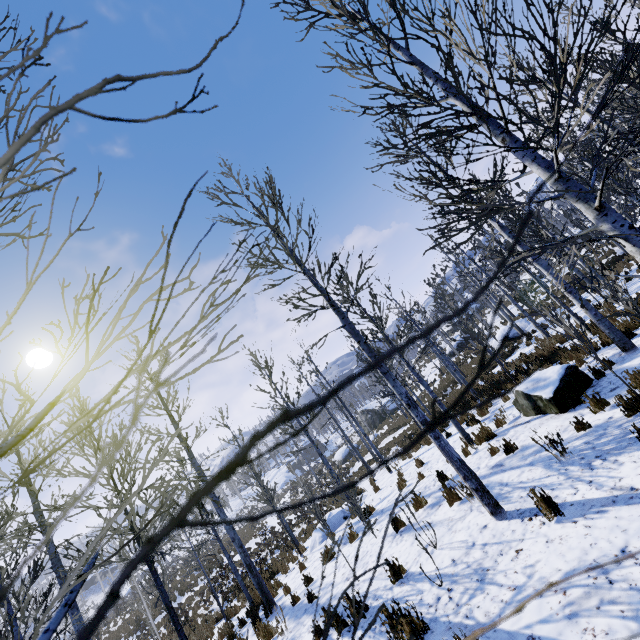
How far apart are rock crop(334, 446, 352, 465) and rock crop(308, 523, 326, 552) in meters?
23.7

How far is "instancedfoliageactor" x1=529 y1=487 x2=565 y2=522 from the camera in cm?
424

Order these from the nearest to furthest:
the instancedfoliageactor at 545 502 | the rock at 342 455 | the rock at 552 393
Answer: the instancedfoliageactor at 545 502 < the rock at 552 393 < the rock at 342 455

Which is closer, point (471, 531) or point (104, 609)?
point (104, 609)

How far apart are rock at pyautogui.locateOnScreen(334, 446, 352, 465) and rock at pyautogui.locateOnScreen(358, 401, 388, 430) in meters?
4.0

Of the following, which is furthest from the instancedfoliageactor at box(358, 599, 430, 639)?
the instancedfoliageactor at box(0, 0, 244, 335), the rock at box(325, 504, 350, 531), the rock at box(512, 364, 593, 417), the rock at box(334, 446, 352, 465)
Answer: the rock at box(334, 446, 352, 465)

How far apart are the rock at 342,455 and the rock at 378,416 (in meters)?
4.03
